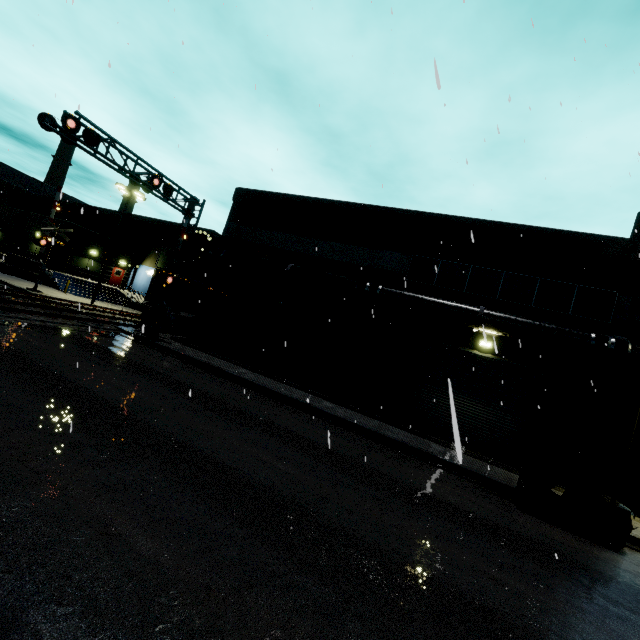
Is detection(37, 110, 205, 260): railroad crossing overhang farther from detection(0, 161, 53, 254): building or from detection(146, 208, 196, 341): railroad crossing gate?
detection(0, 161, 53, 254): building

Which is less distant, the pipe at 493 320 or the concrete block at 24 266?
the pipe at 493 320

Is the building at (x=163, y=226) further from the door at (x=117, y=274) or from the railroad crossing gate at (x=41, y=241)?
the railroad crossing gate at (x=41, y=241)

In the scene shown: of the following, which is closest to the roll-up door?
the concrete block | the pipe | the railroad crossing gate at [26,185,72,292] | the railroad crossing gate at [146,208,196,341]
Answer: the pipe

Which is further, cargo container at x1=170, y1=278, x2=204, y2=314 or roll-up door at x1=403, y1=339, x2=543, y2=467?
cargo container at x1=170, y1=278, x2=204, y2=314

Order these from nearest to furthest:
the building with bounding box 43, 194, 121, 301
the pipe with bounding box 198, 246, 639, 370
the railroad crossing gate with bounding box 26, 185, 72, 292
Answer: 1. the pipe with bounding box 198, 246, 639, 370
2. the railroad crossing gate with bounding box 26, 185, 72, 292
3. the building with bounding box 43, 194, 121, 301

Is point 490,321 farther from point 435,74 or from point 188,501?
point 435,74

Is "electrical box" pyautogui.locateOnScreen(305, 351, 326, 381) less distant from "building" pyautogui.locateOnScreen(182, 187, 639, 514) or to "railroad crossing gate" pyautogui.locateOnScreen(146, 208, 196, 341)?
"building" pyautogui.locateOnScreen(182, 187, 639, 514)
